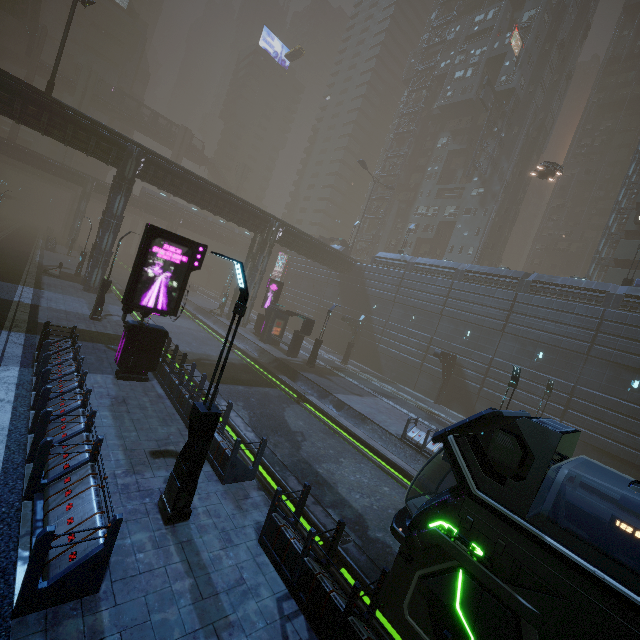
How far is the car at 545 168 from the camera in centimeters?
2806cm

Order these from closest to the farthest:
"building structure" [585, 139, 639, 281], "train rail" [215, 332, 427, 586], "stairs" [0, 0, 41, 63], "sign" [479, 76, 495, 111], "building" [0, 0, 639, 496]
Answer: "train rail" [215, 332, 427, 586] < "building" [0, 0, 639, 496] < "building structure" [585, 139, 639, 281] < "sign" [479, 76, 495, 111] < "stairs" [0, 0, 41, 63]

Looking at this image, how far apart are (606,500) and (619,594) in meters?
21.1 m

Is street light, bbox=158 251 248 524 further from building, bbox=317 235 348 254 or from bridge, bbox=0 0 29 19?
bridge, bbox=0 0 29 19

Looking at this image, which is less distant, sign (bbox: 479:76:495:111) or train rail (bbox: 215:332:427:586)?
train rail (bbox: 215:332:427:586)

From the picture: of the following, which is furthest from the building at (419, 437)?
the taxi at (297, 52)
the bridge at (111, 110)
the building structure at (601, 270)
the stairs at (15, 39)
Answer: the taxi at (297, 52)

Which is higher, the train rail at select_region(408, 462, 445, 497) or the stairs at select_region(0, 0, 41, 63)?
the stairs at select_region(0, 0, 41, 63)

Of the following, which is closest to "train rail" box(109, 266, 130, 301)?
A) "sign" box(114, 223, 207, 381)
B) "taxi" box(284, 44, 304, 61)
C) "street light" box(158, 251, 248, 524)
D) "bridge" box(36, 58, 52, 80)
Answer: "sign" box(114, 223, 207, 381)
